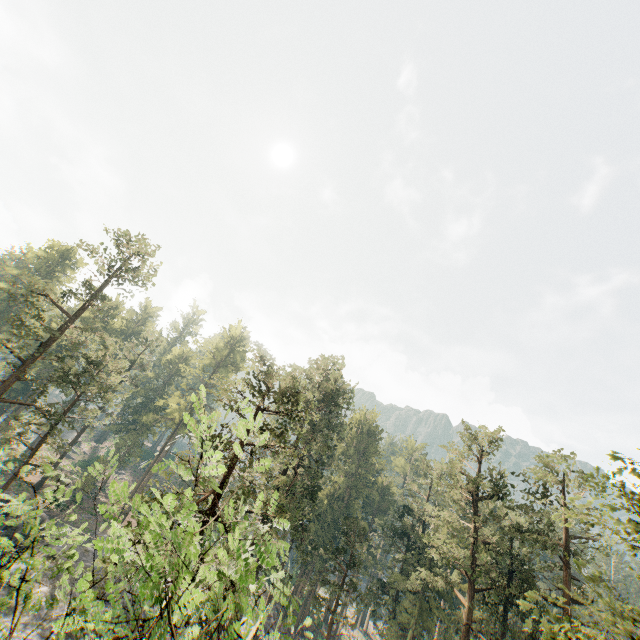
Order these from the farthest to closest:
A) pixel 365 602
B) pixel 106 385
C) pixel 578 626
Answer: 1. pixel 365 602
2. pixel 106 385
3. pixel 578 626

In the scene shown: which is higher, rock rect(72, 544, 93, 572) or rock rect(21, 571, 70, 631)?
rock rect(72, 544, 93, 572)

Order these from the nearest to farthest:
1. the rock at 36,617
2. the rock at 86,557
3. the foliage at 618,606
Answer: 1. the foliage at 618,606
2. the rock at 36,617
3. the rock at 86,557

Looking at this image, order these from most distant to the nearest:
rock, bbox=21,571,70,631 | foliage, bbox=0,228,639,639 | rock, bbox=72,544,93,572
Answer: rock, bbox=72,544,93,572 → rock, bbox=21,571,70,631 → foliage, bbox=0,228,639,639

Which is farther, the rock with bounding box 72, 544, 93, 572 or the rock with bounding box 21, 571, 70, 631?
the rock with bounding box 72, 544, 93, 572

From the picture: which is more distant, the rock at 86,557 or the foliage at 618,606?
the rock at 86,557

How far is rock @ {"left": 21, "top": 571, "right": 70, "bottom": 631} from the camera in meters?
26.1 m
